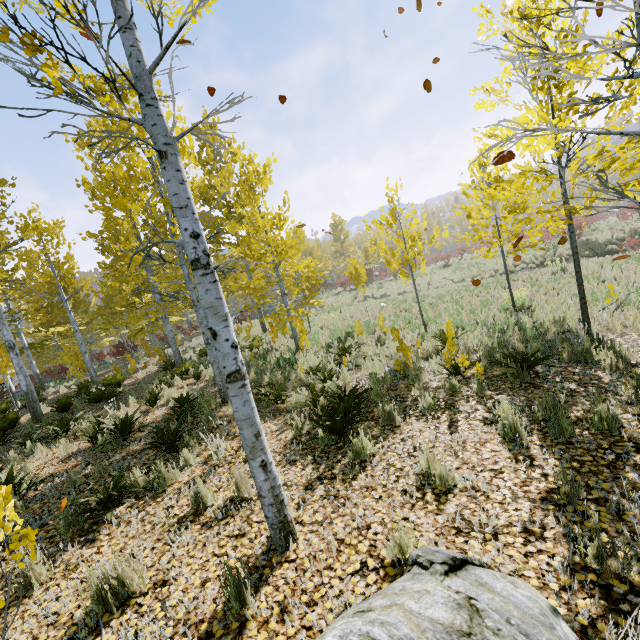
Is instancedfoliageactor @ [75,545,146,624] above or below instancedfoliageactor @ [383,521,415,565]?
above

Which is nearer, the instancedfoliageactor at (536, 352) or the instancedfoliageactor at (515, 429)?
the instancedfoliageactor at (515, 429)

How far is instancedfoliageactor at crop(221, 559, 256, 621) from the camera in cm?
238

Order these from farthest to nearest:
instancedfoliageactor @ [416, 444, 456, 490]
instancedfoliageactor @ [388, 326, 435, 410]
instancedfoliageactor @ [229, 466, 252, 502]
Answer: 1. instancedfoliageactor @ [388, 326, 435, 410]
2. instancedfoliageactor @ [229, 466, 252, 502]
3. instancedfoliageactor @ [416, 444, 456, 490]

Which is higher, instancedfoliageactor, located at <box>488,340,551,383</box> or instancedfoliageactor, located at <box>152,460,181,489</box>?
instancedfoliageactor, located at <box>152,460,181,489</box>

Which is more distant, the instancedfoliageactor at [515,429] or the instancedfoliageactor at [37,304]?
the instancedfoliageactor at [515,429]

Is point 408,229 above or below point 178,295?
below
